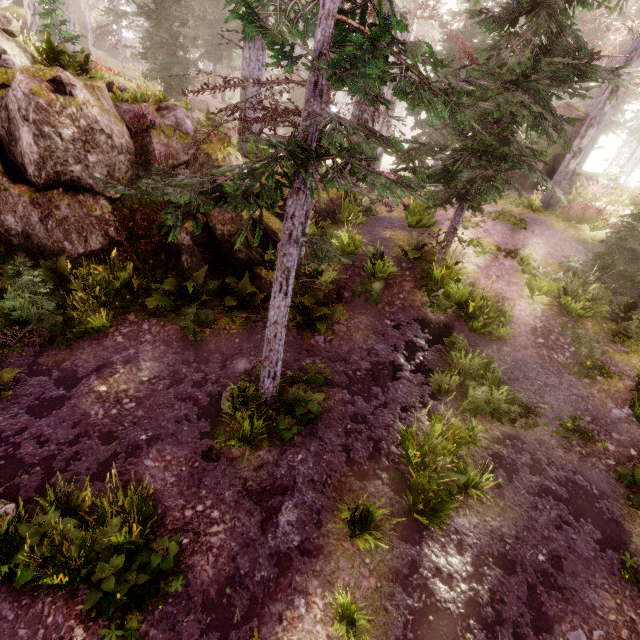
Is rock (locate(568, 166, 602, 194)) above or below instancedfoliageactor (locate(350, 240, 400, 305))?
above

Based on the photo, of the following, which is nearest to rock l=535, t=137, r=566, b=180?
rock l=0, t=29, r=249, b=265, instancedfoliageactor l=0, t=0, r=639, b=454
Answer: instancedfoliageactor l=0, t=0, r=639, b=454

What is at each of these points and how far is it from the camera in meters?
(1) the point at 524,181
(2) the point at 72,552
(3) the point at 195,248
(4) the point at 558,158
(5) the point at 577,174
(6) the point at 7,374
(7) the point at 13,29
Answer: (1) rock, 18.2
(2) instancedfoliageactor, 4.1
(3) rock, 8.9
(4) rock, 17.5
(5) rock, 20.2
(6) instancedfoliageactor, 6.5
(7) instancedfoliageactor, 9.0

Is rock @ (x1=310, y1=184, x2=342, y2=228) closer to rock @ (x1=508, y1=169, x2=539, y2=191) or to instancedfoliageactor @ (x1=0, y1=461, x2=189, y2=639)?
instancedfoliageactor @ (x1=0, y1=461, x2=189, y2=639)

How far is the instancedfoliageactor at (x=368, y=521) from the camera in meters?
4.8 m

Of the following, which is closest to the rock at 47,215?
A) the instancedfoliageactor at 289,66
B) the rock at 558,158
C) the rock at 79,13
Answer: the instancedfoliageactor at 289,66

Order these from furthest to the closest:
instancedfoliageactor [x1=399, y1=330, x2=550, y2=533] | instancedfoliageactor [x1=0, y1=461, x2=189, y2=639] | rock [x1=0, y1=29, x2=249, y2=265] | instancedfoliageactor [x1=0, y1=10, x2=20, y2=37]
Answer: instancedfoliageactor [x1=0, y1=10, x2=20, y2=37]
rock [x1=0, y1=29, x2=249, y2=265]
instancedfoliageactor [x1=399, y1=330, x2=550, y2=533]
instancedfoliageactor [x1=0, y1=461, x2=189, y2=639]
